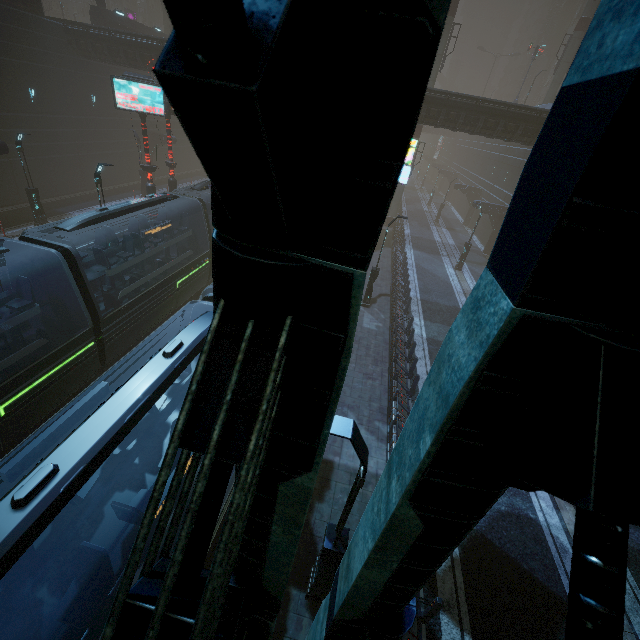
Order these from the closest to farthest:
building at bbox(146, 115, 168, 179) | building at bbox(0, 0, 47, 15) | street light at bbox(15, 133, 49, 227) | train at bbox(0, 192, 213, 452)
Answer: train at bbox(0, 192, 213, 452) → street light at bbox(15, 133, 49, 227) → building at bbox(0, 0, 47, 15) → building at bbox(146, 115, 168, 179)

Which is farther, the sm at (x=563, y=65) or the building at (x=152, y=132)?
the building at (x=152, y=132)

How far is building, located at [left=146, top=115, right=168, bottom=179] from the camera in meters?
34.4

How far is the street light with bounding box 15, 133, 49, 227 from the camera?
19.05m

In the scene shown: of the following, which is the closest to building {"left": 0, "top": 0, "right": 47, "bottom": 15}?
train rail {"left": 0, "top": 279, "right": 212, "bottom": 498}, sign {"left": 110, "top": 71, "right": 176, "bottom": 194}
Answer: train rail {"left": 0, "top": 279, "right": 212, "bottom": 498}

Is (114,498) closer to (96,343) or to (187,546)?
(187,546)

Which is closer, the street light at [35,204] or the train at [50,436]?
the train at [50,436]

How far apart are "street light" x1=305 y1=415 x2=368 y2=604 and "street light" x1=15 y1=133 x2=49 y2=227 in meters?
25.0 m
